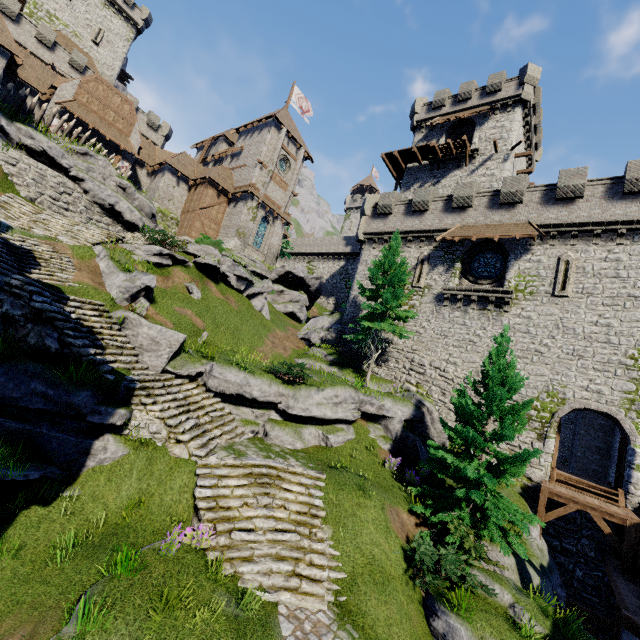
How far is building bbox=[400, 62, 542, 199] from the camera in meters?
28.3

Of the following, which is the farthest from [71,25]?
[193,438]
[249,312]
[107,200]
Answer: [193,438]

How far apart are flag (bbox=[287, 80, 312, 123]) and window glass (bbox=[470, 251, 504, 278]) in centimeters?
3150cm

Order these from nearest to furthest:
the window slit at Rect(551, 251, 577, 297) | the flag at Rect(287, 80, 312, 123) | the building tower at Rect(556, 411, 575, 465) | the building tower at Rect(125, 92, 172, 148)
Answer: the window slit at Rect(551, 251, 577, 297) → the building tower at Rect(556, 411, 575, 465) → the flag at Rect(287, 80, 312, 123) → the building tower at Rect(125, 92, 172, 148)

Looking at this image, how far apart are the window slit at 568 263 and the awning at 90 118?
33.9m

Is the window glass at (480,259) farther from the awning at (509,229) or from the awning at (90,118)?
the awning at (90,118)

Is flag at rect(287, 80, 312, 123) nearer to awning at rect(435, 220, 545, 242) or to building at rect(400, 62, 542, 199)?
building at rect(400, 62, 542, 199)

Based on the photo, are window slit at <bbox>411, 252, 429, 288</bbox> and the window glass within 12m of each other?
yes
